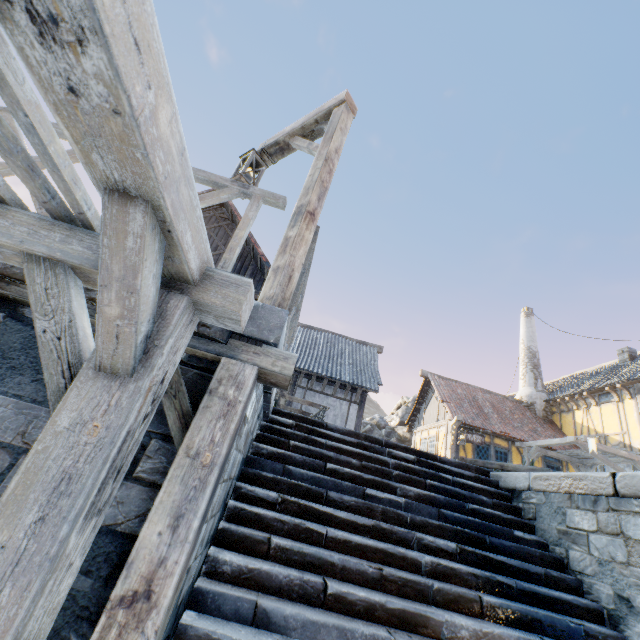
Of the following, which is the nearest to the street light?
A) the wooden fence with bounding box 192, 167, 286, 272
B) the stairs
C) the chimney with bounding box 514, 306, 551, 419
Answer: the wooden fence with bounding box 192, 167, 286, 272

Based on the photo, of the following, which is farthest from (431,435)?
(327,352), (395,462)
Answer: (395,462)

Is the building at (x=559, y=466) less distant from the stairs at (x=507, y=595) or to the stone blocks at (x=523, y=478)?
the stone blocks at (x=523, y=478)

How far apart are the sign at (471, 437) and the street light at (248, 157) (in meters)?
13.77

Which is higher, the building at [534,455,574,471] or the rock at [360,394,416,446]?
the rock at [360,394,416,446]

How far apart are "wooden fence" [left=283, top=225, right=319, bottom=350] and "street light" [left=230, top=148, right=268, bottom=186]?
1.17m

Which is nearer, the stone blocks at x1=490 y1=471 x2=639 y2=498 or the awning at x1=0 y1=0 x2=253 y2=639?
the awning at x1=0 y1=0 x2=253 y2=639

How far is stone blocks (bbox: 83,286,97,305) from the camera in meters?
2.2
